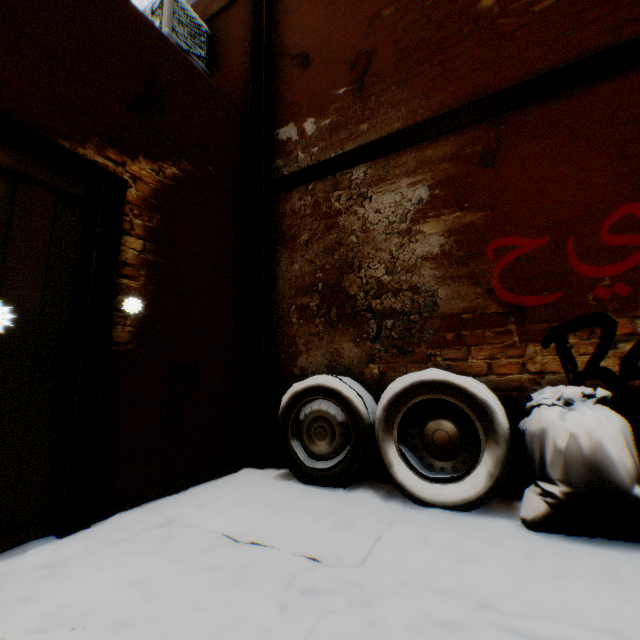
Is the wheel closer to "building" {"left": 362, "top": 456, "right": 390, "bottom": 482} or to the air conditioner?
"building" {"left": 362, "top": 456, "right": 390, "bottom": 482}

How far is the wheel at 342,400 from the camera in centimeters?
214cm

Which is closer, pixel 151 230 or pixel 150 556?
pixel 150 556

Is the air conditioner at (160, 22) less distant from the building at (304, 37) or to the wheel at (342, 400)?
the building at (304, 37)

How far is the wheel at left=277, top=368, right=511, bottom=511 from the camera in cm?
214

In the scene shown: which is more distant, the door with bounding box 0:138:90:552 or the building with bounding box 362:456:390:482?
the building with bounding box 362:456:390:482

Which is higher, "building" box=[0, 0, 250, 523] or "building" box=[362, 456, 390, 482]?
"building" box=[0, 0, 250, 523]

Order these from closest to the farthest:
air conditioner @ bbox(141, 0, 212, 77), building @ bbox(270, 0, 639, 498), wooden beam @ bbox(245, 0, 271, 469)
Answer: building @ bbox(270, 0, 639, 498) → wooden beam @ bbox(245, 0, 271, 469) → air conditioner @ bbox(141, 0, 212, 77)
